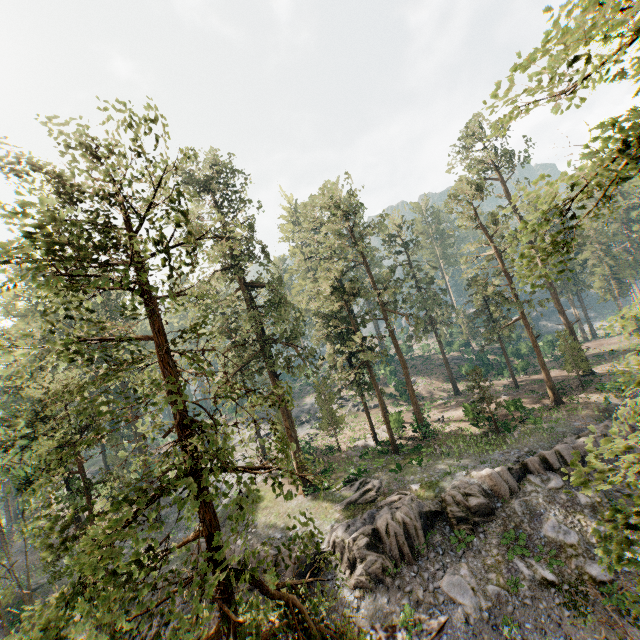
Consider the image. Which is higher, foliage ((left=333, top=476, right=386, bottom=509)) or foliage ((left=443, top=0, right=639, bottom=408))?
foliage ((left=443, top=0, right=639, bottom=408))

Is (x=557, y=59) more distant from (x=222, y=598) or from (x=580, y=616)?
(x=580, y=616)

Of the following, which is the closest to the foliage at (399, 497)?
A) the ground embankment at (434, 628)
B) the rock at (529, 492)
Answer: the rock at (529, 492)

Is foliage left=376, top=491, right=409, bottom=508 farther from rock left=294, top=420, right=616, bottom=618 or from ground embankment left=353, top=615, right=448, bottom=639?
ground embankment left=353, top=615, right=448, bottom=639

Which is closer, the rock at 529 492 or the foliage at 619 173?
the foliage at 619 173

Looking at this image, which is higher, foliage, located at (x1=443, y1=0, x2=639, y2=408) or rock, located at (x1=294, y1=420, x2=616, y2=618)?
foliage, located at (x1=443, y1=0, x2=639, y2=408)

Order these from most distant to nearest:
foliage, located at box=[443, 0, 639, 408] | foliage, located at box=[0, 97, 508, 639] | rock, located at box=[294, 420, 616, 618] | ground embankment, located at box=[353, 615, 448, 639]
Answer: rock, located at box=[294, 420, 616, 618], ground embankment, located at box=[353, 615, 448, 639], foliage, located at box=[0, 97, 508, 639], foliage, located at box=[443, 0, 639, 408]
